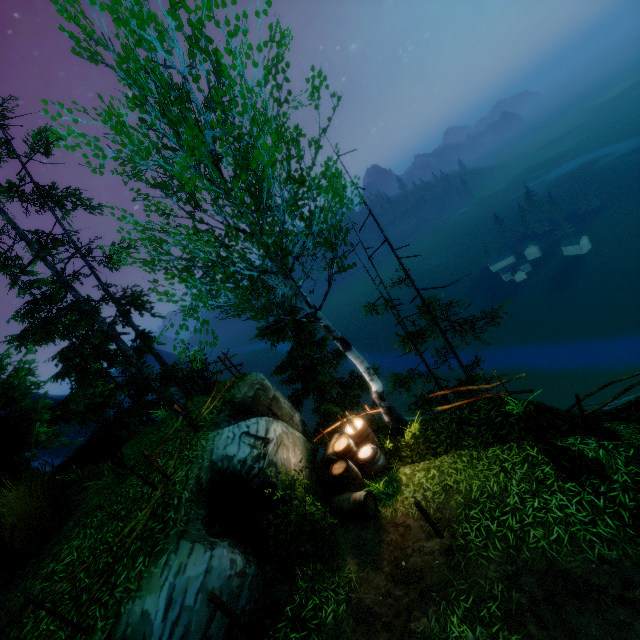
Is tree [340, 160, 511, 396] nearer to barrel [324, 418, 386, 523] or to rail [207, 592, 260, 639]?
barrel [324, 418, 386, 523]

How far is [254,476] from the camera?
7.7m

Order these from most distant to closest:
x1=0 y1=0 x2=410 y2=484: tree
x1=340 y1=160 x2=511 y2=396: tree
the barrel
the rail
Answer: x1=340 y1=160 x2=511 y2=396: tree → the barrel → x1=0 y1=0 x2=410 y2=484: tree → the rail

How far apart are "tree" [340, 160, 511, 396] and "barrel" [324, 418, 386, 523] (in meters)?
4.58

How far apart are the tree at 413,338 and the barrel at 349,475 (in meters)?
4.58

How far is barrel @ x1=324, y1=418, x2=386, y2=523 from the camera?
8.0m

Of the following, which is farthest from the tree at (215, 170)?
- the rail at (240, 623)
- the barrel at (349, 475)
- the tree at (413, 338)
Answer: the rail at (240, 623)

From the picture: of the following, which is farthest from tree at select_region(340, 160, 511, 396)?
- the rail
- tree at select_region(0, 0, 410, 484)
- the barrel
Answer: the rail
